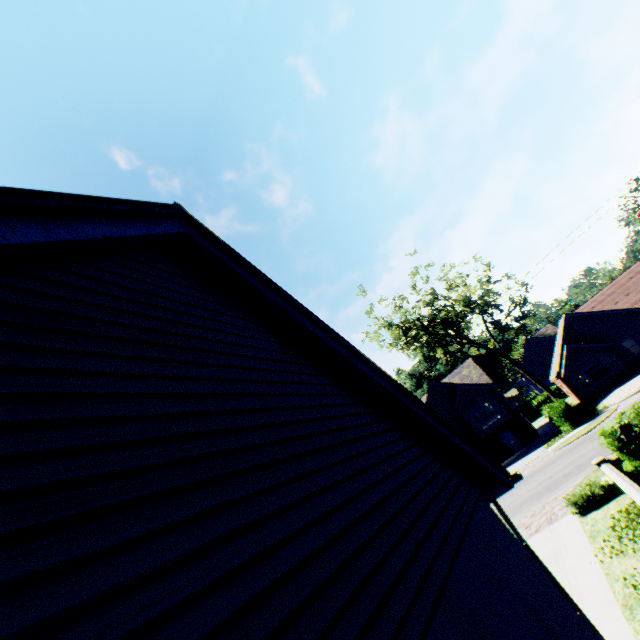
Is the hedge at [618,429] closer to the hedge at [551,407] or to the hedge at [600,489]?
the hedge at [600,489]

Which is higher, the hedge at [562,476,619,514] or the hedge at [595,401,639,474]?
the hedge at [595,401,639,474]

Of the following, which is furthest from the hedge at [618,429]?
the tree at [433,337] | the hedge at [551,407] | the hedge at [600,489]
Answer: the tree at [433,337]

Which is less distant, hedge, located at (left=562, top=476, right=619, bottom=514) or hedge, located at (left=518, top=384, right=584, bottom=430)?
hedge, located at (left=562, top=476, right=619, bottom=514)

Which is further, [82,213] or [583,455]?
[583,455]

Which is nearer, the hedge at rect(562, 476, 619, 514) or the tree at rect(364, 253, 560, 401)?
the hedge at rect(562, 476, 619, 514)

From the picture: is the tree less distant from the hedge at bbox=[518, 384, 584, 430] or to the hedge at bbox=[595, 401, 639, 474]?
the hedge at bbox=[518, 384, 584, 430]

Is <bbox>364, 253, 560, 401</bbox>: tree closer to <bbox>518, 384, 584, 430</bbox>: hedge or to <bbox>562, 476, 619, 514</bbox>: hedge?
<bbox>518, 384, 584, 430</bbox>: hedge
